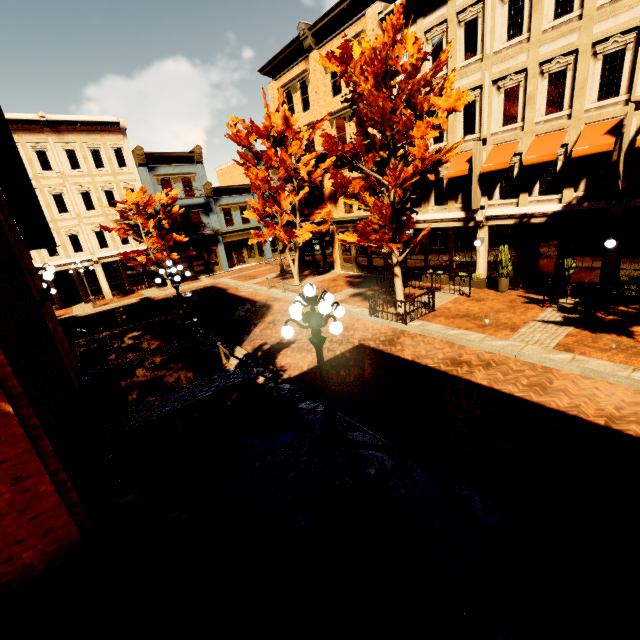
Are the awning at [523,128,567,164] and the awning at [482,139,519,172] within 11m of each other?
yes

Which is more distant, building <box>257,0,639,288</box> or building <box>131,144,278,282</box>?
building <box>131,144,278,282</box>

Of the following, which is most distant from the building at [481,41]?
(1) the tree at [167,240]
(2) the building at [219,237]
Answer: (1) the tree at [167,240]

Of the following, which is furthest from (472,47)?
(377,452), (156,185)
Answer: (156,185)

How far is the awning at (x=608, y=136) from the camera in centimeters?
1089cm

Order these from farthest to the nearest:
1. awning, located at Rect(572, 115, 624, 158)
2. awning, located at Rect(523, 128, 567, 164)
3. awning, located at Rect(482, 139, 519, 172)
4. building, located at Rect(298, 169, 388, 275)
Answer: building, located at Rect(298, 169, 388, 275) → awning, located at Rect(482, 139, 519, 172) → awning, located at Rect(523, 128, 567, 164) → awning, located at Rect(572, 115, 624, 158)

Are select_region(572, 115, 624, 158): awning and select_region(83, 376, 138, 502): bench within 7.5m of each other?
no

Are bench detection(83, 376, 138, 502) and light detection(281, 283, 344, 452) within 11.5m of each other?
yes
